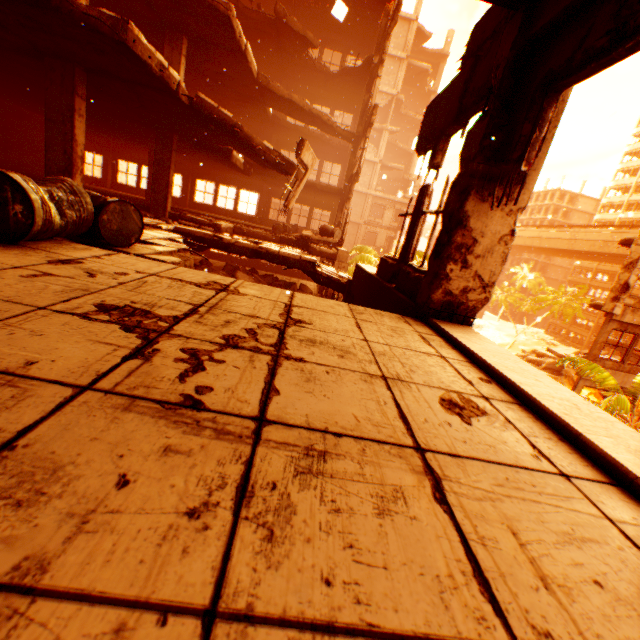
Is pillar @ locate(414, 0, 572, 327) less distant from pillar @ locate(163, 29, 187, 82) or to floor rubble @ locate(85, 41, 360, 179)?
floor rubble @ locate(85, 41, 360, 179)

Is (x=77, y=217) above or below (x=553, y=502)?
above

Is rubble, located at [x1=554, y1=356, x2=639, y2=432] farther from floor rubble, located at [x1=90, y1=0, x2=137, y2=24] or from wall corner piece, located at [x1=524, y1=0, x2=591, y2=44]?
floor rubble, located at [x1=90, y1=0, x2=137, y2=24]

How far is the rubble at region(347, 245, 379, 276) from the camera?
21.2 meters

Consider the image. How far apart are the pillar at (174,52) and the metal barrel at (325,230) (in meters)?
6.43

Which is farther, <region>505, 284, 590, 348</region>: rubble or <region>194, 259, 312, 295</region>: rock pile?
<region>505, 284, 590, 348</region>: rubble

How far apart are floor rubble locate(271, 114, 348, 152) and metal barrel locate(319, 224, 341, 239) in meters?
7.9 m

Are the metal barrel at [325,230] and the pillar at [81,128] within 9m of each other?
yes
